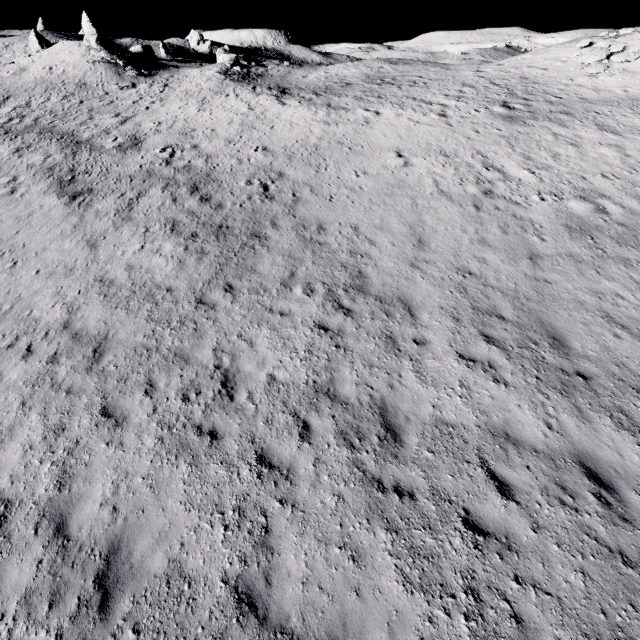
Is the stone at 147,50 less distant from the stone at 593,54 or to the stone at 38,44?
the stone at 38,44

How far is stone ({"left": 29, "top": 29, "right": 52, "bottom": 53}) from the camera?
43.25m

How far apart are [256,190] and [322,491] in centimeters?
1406cm

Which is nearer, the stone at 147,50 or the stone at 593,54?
the stone at 593,54

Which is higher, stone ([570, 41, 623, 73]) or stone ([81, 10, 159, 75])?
stone ([81, 10, 159, 75])

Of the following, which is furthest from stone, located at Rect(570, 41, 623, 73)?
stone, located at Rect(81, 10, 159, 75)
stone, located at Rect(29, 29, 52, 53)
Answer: stone, located at Rect(29, 29, 52, 53)

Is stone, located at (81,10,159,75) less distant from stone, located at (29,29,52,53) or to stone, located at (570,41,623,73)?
stone, located at (29,29,52,53)

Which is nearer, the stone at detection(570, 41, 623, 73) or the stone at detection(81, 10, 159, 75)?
the stone at detection(570, 41, 623, 73)
